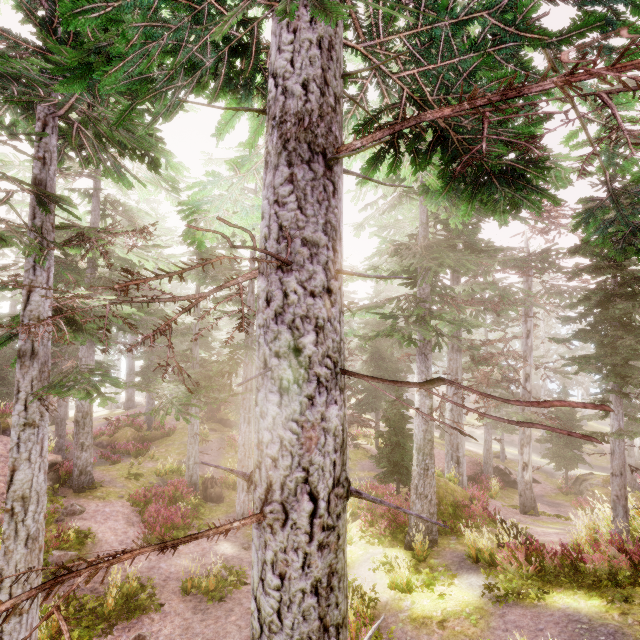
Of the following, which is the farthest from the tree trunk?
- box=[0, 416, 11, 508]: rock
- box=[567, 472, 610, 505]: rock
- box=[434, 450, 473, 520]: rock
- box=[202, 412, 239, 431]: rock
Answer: box=[567, 472, 610, 505]: rock

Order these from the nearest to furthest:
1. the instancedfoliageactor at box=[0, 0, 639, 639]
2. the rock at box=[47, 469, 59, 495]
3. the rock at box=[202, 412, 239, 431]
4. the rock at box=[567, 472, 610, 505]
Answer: the instancedfoliageactor at box=[0, 0, 639, 639], the rock at box=[47, 469, 59, 495], the rock at box=[567, 472, 610, 505], the rock at box=[202, 412, 239, 431]

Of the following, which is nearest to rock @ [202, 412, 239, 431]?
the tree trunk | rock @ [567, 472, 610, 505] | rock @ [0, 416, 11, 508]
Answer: rock @ [0, 416, 11, 508]

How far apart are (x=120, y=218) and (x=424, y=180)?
41.59m

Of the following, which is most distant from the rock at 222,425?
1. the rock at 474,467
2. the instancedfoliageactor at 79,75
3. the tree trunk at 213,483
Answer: the rock at 474,467

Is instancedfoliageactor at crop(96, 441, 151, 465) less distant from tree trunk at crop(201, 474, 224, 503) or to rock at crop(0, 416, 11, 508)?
rock at crop(0, 416, 11, 508)

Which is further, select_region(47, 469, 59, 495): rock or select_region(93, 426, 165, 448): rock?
select_region(93, 426, 165, 448): rock

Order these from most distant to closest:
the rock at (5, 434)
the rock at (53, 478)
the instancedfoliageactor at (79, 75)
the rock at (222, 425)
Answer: the rock at (222, 425), the rock at (53, 478), the rock at (5, 434), the instancedfoliageactor at (79, 75)
